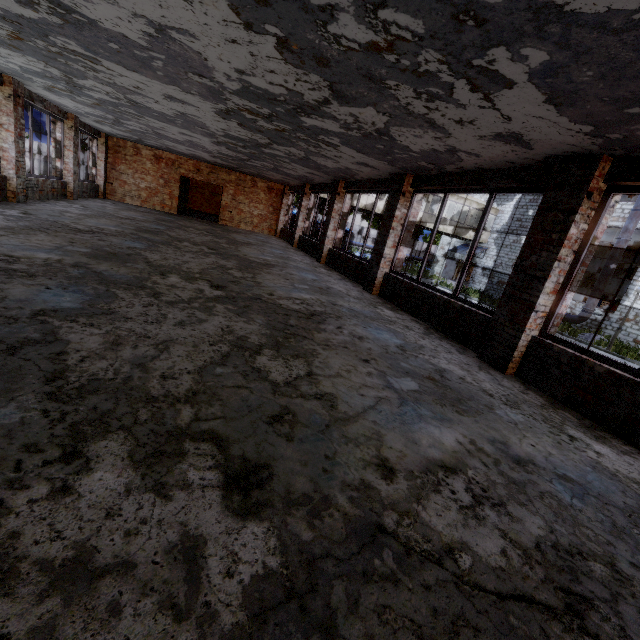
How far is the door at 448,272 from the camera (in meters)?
32.44

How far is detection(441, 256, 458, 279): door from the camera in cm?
3244

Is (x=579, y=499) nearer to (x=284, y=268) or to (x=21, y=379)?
(x=21, y=379)

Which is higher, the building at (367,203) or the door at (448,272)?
the building at (367,203)

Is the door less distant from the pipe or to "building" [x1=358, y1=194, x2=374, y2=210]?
"building" [x1=358, y1=194, x2=374, y2=210]

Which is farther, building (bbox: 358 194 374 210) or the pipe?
→ building (bbox: 358 194 374 210)

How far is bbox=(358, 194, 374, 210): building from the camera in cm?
2420
